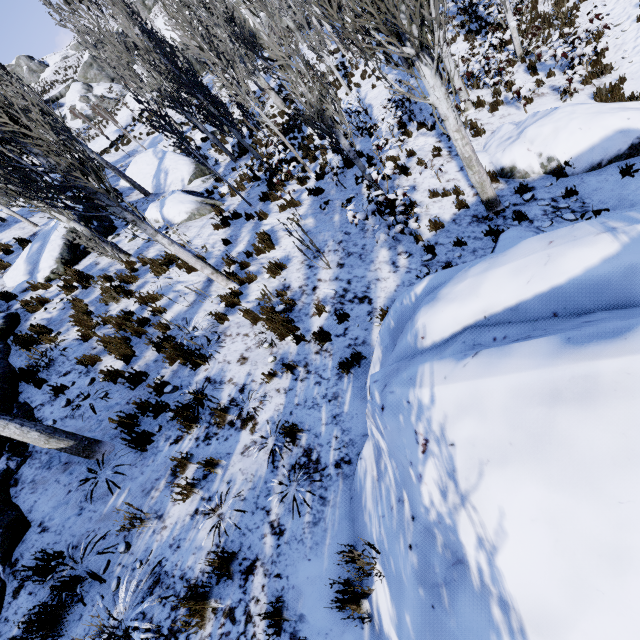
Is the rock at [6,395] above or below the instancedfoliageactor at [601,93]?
above

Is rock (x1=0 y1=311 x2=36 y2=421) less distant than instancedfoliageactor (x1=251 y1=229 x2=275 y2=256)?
Yes

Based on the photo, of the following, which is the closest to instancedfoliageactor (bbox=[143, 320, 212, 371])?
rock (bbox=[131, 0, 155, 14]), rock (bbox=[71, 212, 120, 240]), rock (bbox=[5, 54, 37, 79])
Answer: rock (bbox=[71, 212, 120, 240])

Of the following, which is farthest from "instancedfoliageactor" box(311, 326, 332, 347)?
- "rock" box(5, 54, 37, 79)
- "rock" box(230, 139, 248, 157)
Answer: "rock" box(5, 54, 37, 79)

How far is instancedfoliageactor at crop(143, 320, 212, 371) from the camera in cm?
586

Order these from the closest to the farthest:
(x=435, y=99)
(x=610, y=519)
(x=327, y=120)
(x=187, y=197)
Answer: (x=610, y=519)
(x=435, y=99)
(x=327, y=120)
(x=187, y=197)

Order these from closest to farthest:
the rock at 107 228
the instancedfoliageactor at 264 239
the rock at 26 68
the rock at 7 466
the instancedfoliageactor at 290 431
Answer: the rock at 7 466 → the instancedfoliageactor at 290 431 → the instancedfoliageactor at 264 239 → the rock at 107 228 → the rock at 26 68

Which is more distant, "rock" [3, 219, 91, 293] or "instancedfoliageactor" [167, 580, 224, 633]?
"rock" [3, 219, 91, 293]
